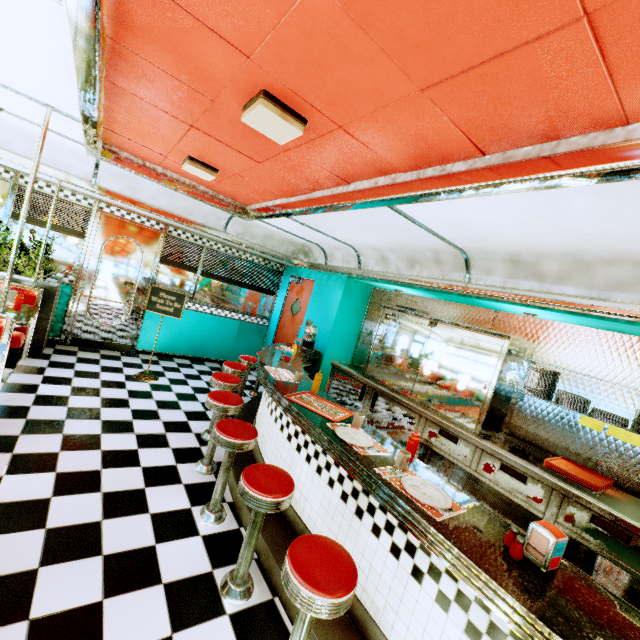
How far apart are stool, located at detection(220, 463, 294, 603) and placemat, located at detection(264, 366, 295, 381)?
1.2 meters

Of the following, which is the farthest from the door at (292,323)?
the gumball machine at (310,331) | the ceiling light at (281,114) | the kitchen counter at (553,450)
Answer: the ceiling light at (281,114)

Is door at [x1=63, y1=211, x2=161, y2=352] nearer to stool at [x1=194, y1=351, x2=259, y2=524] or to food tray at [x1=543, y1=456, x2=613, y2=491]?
stool at [x1=194, y1=351, x2=259, y2=524]

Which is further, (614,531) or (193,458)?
(193,458)

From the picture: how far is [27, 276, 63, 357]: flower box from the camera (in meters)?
4.85

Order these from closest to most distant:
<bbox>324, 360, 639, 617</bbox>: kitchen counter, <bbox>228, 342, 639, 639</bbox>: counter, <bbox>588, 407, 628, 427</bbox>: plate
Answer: <bbox>228, 342, 639, 639</bbox>: counter, <bbox>324, 360, 639, 617</bbox>: kitchen counter, <bbox>588, 407, 628, 427</bbox>: plate

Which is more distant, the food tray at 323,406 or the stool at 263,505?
the food tray at 323,406

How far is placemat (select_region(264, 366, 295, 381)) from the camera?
3.5m
